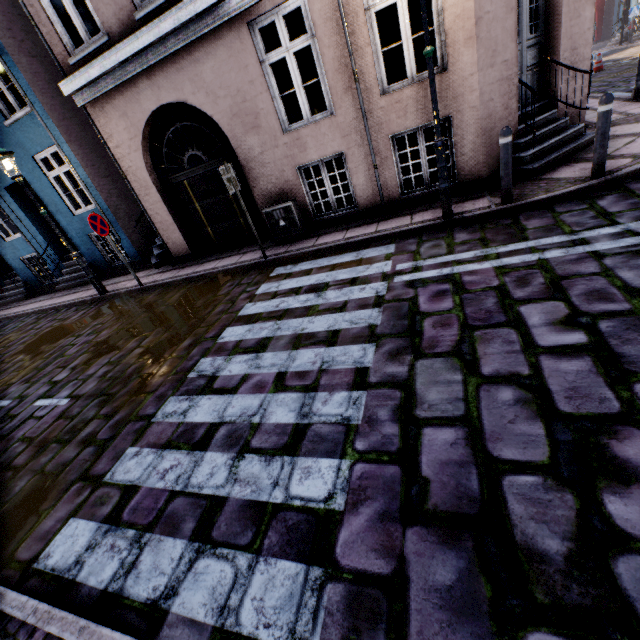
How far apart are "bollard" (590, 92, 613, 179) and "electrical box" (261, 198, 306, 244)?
5.16m

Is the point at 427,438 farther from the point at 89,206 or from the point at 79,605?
the point at 89,206

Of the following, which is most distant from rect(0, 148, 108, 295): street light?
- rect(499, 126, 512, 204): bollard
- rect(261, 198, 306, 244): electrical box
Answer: rect(261, 198, 306, 244): electrical box

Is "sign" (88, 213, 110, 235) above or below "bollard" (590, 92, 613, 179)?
above

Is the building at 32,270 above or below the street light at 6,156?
below

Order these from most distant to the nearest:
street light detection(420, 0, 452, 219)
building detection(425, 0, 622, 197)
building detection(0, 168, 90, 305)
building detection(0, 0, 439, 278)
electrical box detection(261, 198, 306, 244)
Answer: building detection(0, 168, 90, 305), electrical box detection(261, 198, 306, 244), building detection(0, 0, 439, 278), building detection(425, 0, 622, 197), street light detection(420, 0, 452, 219)

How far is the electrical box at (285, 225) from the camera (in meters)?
7.10

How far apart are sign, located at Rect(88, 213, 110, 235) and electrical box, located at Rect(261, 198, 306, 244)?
3.59m
